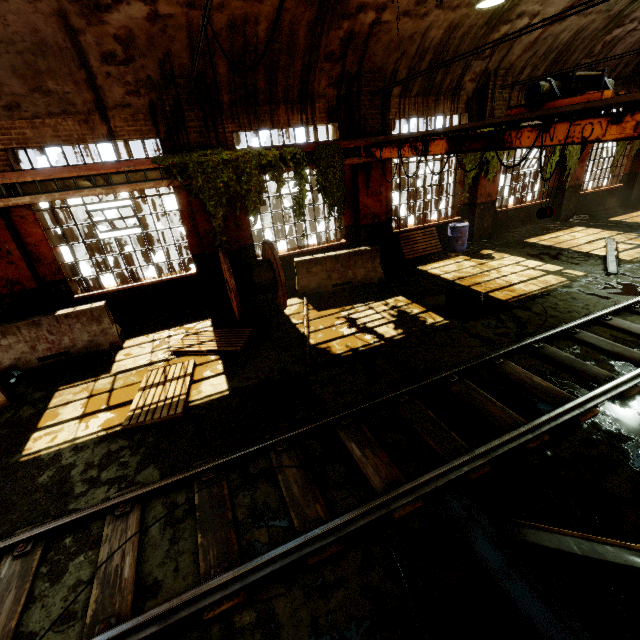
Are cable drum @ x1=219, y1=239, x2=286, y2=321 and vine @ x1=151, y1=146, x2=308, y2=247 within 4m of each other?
yes

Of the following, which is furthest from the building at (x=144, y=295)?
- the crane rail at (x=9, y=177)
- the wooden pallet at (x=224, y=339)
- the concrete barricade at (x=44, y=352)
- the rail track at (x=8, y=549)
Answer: the rail track at (x=8, y=549)

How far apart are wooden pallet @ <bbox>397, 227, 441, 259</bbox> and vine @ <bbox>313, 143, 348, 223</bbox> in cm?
280

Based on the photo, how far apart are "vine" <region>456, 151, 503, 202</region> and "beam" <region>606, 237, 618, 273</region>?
4.2m

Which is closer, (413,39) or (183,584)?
(183,584)

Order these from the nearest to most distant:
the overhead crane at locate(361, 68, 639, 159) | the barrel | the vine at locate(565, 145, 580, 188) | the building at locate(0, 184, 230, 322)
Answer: the overhead crane at locate(361, 68, 639, 159), the building at locate(0, 184, 230, 322), the barrel, the vine at locate(565, 145, 580, 188)

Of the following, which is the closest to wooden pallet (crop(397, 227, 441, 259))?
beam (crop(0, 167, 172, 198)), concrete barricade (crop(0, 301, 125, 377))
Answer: beam (crop(0, 167, 172, 198))

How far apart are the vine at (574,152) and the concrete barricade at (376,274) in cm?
903
